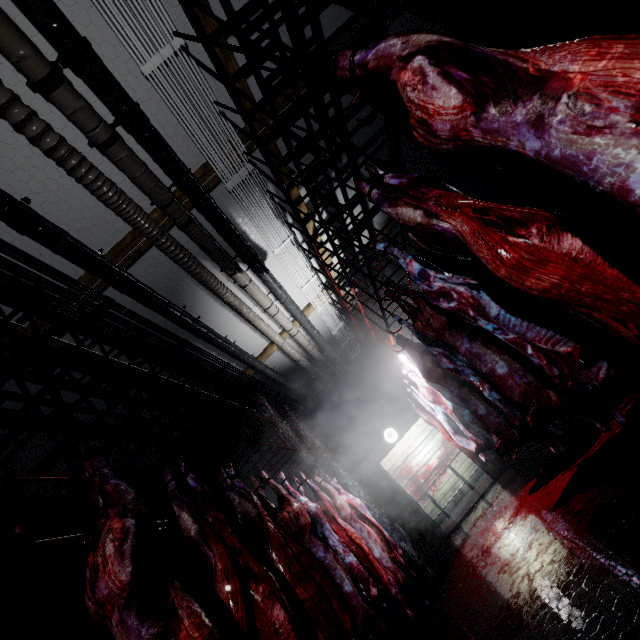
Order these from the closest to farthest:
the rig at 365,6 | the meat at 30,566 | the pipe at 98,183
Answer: the meat at 30,566 < the rig at 365,6 < the pipe at 98,183

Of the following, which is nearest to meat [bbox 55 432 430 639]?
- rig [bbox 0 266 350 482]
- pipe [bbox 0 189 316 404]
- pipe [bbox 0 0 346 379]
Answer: rig [bbox 0 266 350 482]

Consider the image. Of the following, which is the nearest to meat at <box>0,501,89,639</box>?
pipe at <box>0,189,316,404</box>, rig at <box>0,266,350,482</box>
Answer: rig at <box>0,266,350,482</box>

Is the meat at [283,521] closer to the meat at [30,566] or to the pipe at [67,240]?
the meat at [30,566]

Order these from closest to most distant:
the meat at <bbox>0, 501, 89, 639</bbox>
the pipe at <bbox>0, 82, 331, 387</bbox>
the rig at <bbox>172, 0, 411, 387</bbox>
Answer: the meat at <bbox>0, 501, 89, 639</bbox> → the rig at <bbox>172, 0, 411, 387</bbox> → the pipe at <bbox>0, 82, 331, 387</bbox>

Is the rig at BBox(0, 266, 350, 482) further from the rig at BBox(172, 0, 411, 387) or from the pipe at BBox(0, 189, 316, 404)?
A: the rig at BBox(172, 0, 411, 387)

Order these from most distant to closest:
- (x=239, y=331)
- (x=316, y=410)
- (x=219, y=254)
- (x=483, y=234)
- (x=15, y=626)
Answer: (x=316, y=410), (x=239, y=331), (x=219, y=254), (x=483, y=234), (x=15, y=626)

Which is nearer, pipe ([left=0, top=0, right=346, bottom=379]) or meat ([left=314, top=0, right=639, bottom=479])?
meat ([left=314, top=0, right=639, bottom=479])
